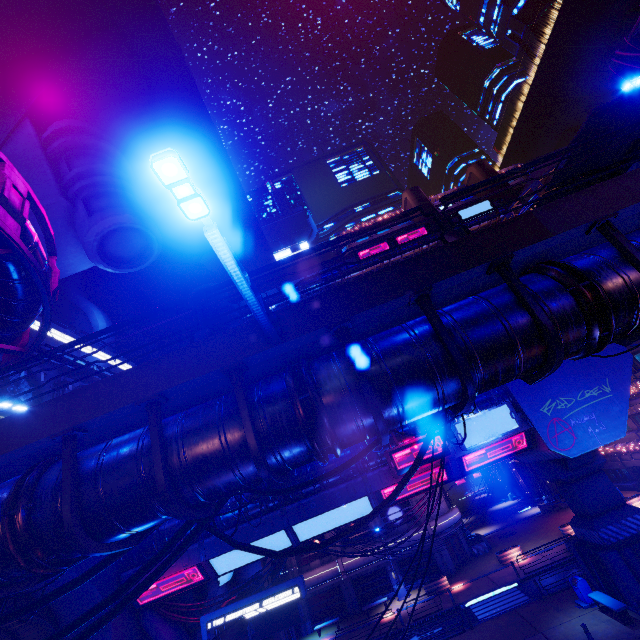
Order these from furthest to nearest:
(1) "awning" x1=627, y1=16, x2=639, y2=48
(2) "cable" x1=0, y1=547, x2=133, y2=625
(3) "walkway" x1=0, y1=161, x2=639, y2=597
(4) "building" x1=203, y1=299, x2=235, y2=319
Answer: (4) "building" x1=203, y1=299, x2=235, y2=319
(1) "awning" x1=627, y1=16, x2=639, y2=48
(2) "cable" x1=0, y1=547, x2=133, y2=625
(3) "walkway" x1=0, y1=161, x2=639, y2=597

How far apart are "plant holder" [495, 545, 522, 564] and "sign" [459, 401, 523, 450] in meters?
19.2 m

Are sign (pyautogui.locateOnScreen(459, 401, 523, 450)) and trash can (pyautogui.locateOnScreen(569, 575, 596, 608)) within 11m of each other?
yes

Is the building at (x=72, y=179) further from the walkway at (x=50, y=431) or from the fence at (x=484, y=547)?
the fence at (x=484, y=547)

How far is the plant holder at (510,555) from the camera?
28.7 meters

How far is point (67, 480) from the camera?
5.1 meters

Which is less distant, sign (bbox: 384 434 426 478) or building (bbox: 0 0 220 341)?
sign (bbox: 384 434 426 478)

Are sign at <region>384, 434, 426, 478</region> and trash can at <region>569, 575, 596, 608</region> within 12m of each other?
yes
